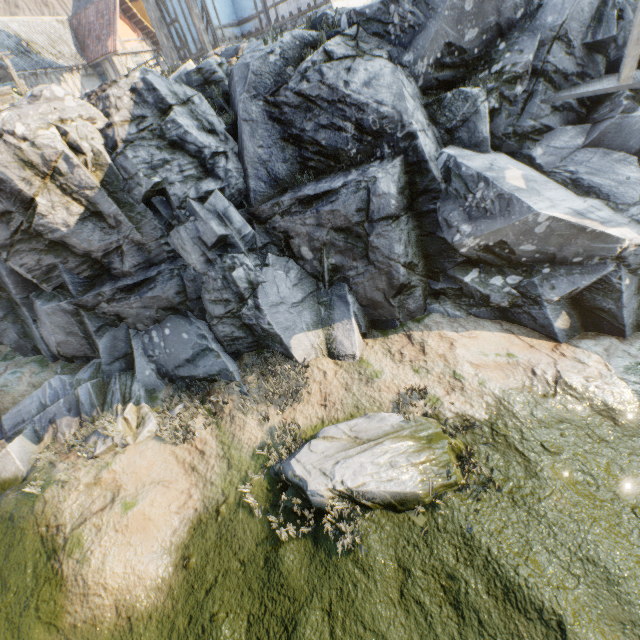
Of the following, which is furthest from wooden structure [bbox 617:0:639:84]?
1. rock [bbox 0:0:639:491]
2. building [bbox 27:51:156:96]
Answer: building [bbox 27:51:156:96]

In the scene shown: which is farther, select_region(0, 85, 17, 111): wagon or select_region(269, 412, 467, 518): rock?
select_region(0, 85, 17, 111): wagon

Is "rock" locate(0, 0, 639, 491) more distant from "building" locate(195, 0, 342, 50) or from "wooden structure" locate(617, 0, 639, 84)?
"building" locate(195, 0, 342, 50)

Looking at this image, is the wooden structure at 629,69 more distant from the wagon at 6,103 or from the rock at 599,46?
the wagon at 6,103

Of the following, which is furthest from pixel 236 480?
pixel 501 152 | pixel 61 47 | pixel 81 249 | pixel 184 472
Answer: pixel 61 47

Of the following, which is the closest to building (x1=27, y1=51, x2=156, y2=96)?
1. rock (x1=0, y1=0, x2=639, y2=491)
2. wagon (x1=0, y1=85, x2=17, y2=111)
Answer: rock (x1=0, y1=0, x2=639, y2=491)

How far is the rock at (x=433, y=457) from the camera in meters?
6.6

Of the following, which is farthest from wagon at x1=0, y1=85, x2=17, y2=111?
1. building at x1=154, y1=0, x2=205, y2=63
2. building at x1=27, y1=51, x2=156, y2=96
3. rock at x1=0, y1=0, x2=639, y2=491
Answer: building at x1=27, y1=51, x2=156, y2=96
